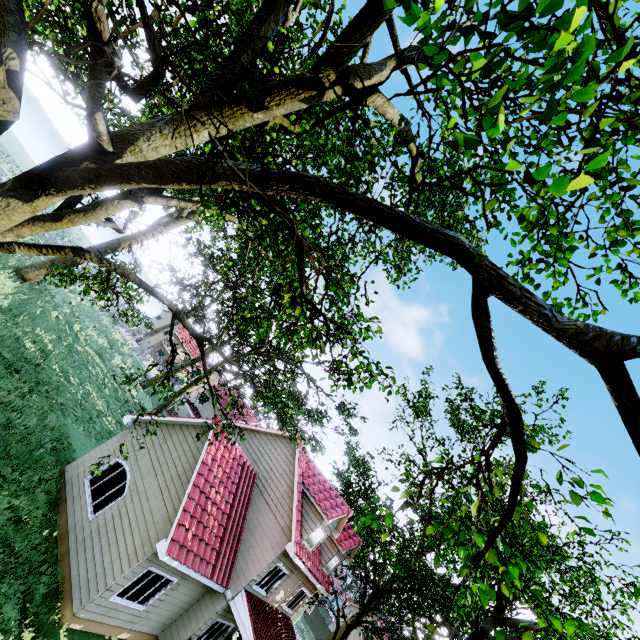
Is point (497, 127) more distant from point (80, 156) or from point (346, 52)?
point (80, 156)

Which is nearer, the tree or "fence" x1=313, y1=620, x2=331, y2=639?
the tree

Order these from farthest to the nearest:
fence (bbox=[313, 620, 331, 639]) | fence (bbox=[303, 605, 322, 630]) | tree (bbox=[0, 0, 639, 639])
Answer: fence (bbox=[303, 605, 322, 630]) → fence (bbox=[313, 620, 331, 639]) → tree (bbox=[0, 0, 639, 639])

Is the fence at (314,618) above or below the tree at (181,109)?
below

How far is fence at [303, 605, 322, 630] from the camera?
48.8m

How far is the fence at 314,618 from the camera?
48.8m

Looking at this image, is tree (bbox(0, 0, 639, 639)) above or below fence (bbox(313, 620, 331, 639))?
above
